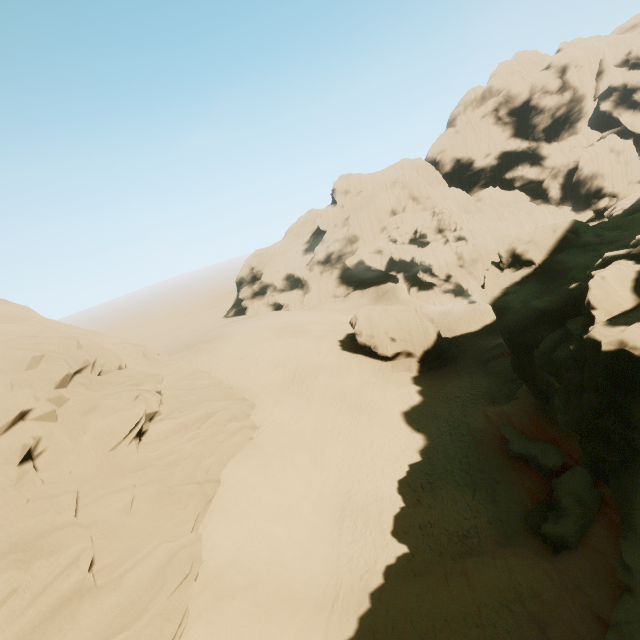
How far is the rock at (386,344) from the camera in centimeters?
3203cm

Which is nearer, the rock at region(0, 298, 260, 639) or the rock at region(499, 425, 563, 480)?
the rock at region(0, 298, 260, 639)

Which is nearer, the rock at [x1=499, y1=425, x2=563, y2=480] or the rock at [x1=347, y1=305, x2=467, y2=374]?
the rock at [x1=499, y1=425, x2=563, y2=480]

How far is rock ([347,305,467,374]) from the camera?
32.0m

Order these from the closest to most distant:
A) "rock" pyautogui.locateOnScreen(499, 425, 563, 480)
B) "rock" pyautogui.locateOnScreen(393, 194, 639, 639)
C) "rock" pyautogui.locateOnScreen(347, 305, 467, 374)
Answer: "rock" pyautogui.locateOnScreen(393, 194, 639, 639) < "rock" pyautogui.locateOnScreen(499, 425, 563, 480) < "rock" pyautogui.locateOnScreen(347, 305, 467, 374)

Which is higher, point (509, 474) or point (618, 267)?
point (618, 267)

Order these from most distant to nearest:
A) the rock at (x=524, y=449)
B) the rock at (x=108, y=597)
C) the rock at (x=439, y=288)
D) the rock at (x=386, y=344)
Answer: the rock at (x=386, y=344)
the rock at (x=524, y=449)
the rock at (x=439, y=288)
the rock at (x=108, y=597)

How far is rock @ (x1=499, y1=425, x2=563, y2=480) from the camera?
15.9m
